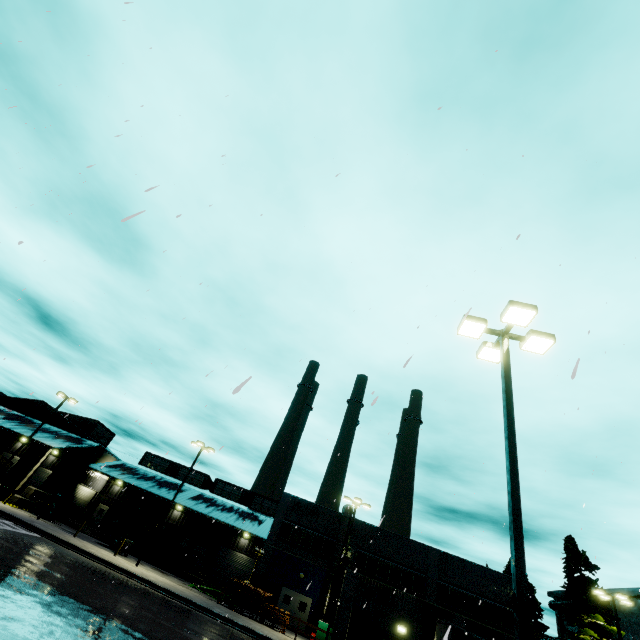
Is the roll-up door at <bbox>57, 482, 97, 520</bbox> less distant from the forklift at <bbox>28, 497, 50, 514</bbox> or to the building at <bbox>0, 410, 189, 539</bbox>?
the building at <bbox>0, 410, 189, 539</bbox>

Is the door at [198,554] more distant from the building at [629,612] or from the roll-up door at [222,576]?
the roll-up door at [222,576]

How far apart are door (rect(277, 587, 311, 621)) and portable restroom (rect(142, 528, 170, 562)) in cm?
1372

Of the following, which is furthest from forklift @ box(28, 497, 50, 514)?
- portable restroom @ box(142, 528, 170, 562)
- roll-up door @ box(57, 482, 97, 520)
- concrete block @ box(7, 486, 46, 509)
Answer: portable restroom @ box(142, 528, 170, 562)

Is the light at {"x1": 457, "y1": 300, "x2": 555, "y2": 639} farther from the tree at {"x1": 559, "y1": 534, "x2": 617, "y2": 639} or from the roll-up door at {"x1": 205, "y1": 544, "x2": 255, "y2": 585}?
the roll-up door at {"x1": 205, "y1": 544, "x2": 255, "y2": 585}

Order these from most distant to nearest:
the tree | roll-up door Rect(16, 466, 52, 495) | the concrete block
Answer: roll-up door Rect(16, 466, 52, 495) → the concrete block → the tree

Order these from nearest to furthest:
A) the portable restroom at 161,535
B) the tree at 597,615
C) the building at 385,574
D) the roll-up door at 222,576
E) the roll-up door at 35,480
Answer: the building at 385,574
the tree at 597,615
the portable restroom at 161,535
the roll-up door at 222,576
the roll-up door at 35,480

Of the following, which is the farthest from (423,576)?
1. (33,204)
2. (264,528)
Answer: (33,204)
